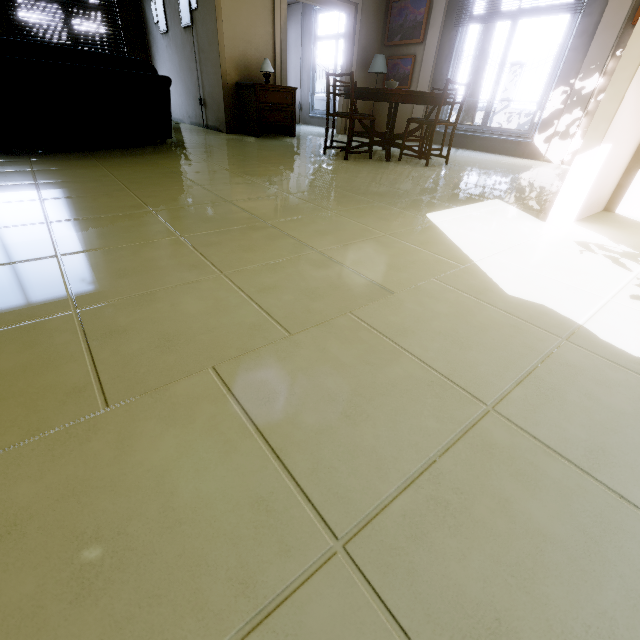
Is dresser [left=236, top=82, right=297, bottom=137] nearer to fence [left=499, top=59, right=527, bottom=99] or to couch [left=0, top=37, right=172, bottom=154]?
couch [left=0, top=37, right=172, bottom=154]

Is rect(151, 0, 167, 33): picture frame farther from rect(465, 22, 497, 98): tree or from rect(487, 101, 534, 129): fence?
rect(465, 22, 497, 98): tree

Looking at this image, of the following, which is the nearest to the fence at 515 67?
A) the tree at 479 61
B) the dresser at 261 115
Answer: the tree at 479 61

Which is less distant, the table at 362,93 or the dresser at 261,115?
the table at 362,93

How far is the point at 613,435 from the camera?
0.8 meters

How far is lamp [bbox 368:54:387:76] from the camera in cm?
671

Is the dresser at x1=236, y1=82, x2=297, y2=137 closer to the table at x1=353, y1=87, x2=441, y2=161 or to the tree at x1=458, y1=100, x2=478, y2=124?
the table at x1=353, y1=87, x2=441, y2=161

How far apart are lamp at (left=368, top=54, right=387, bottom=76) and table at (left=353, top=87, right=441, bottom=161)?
2.4 meters
